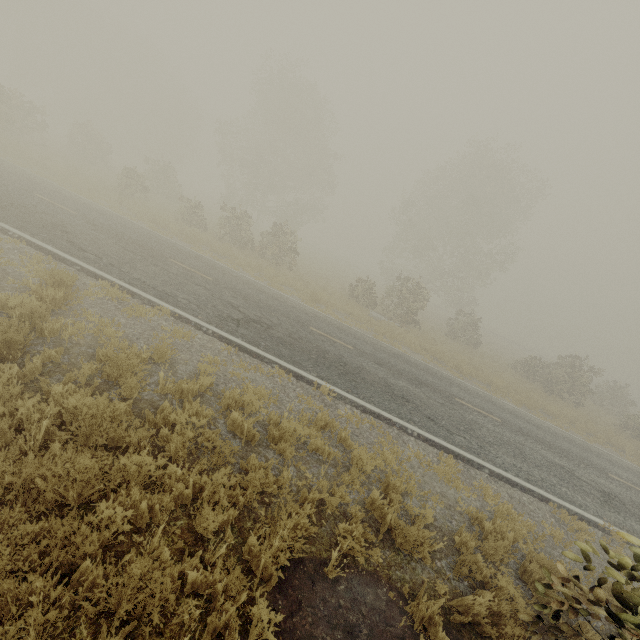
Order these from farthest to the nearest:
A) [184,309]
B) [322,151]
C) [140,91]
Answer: [140,91]
[322,151]
[184,309]

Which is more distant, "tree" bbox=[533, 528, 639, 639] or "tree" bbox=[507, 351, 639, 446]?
"tree" bbox=[507, 351, 639, 446]

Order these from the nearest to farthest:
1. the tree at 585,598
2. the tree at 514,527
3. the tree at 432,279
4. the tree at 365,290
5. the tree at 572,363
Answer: the tree at 585,598, the tree at 514,527, the tree at 572,363, the tree at 365,290, the tree at 432,279

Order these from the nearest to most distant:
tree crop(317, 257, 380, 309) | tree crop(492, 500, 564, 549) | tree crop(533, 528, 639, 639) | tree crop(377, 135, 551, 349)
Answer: tree crop(533, 528, 639, 639) → tree crop(492, 500, 564, 549) → tree crop(317, 257, 380, 309) → tree crop(377, 135, 551, 349)

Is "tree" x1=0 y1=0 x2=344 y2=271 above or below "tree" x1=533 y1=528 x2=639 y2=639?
above

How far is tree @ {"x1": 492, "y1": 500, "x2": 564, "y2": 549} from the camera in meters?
5.9

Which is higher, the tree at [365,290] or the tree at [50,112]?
the tree at [50,112]
